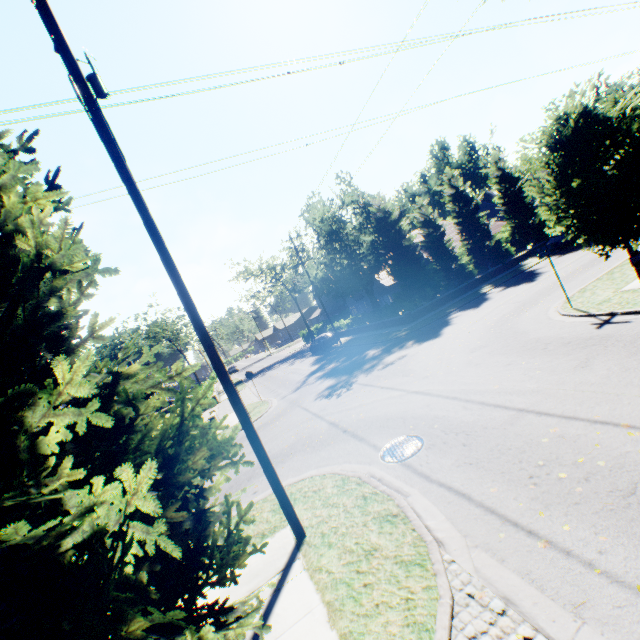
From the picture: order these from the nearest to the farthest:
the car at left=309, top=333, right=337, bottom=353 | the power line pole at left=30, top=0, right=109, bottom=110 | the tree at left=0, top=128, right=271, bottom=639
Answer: the tree at left=0, top=128, right=271, bottom=639 → the power line pole at left=30, top=0, right=109, bottom=110 → the car at left=309, top=333, right=337, bottom=353

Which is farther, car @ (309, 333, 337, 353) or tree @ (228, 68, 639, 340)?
car @ (309, 333, 337, 353)

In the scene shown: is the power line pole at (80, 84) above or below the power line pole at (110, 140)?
above

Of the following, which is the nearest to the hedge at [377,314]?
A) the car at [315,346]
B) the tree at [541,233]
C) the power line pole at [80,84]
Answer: the tree at [541,233]

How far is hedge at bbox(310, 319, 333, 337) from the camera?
42.81m

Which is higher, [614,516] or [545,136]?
[545,136]

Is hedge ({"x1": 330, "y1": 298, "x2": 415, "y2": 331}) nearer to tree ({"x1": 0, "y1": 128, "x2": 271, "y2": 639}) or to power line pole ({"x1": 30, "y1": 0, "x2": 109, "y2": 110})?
tree ({"x1": 0, "y1": 128, "x2": 271, "y2": 639})

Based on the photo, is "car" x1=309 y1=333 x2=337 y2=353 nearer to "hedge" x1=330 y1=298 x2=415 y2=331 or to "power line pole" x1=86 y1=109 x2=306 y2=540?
"hedge" x1=330 y1=298 x2=415 y2=331
